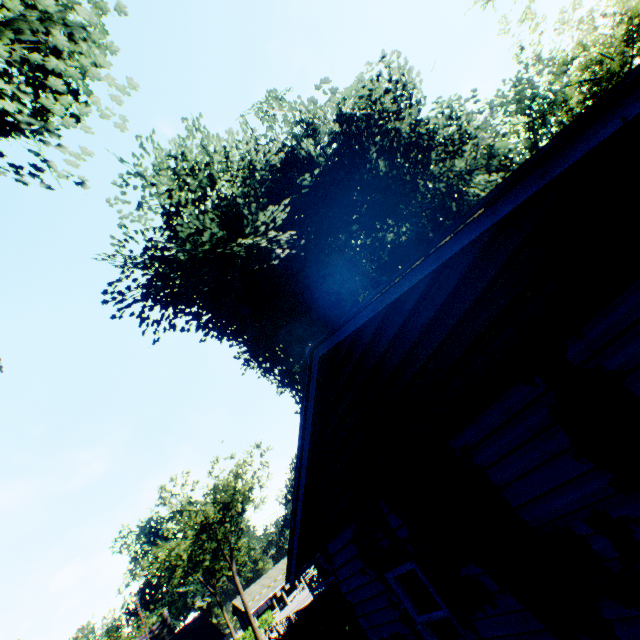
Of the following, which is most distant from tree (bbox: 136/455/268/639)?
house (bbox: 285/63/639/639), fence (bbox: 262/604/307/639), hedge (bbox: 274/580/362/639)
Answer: house (bbox: 285/63/639/639)

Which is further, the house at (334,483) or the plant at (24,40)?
the plant at (24,40)

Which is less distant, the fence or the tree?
the fence

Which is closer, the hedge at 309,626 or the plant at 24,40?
the plant at 24,40

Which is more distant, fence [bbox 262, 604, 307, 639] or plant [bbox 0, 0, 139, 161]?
fence [bbox 262, 604, 307, 639]

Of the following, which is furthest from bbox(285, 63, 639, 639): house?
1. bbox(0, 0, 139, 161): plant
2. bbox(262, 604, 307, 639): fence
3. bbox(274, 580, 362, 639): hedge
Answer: bbox(262, 604, 307, 639): fence

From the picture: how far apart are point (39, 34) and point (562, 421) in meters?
12.2 m

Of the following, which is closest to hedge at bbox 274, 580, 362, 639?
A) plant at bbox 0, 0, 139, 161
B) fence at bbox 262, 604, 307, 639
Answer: fence at bbox 262, 604, 307, 639
